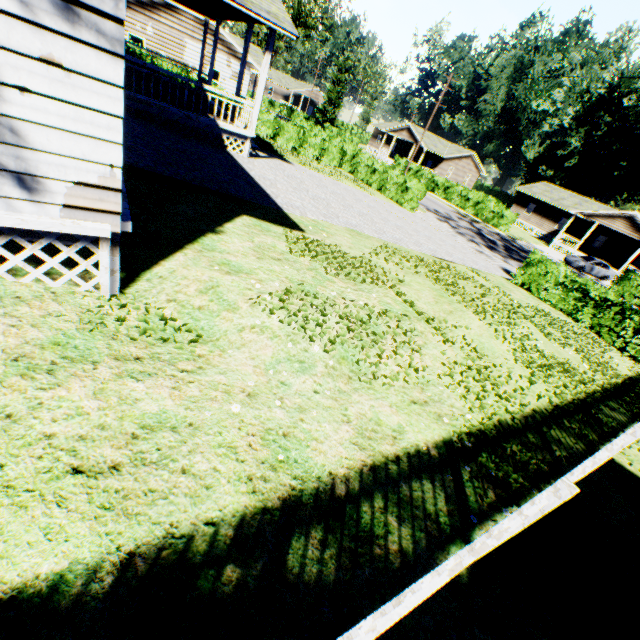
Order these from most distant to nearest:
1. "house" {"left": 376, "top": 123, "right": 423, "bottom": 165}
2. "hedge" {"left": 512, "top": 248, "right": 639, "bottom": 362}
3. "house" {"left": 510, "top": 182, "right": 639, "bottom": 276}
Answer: "house" {"left": 376, "top": 123, "right": 423, "bottom": 165}
"house" {"left": 510, "top": 182, "right": 639, "bottom": 276}
"hedge" {"left": 512, "top": 248, "right": 639, "bottom": 362}

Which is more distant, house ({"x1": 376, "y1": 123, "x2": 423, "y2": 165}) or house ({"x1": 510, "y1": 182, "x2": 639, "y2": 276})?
house ({"x1": 376, "y1": 123, "x2": 423, "y2": 165})

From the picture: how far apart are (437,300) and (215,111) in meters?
10.7

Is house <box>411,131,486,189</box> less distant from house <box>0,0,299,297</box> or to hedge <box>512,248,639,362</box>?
house <box>0,0,299,297</box>

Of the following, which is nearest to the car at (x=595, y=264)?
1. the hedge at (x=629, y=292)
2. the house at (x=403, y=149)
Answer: the hedge at (x=629, y=292)

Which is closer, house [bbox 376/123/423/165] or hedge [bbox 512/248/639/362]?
hedge [bbox 512/248/639/362]

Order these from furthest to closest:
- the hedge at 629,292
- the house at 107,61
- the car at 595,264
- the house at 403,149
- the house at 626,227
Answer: the house at 403,149 < the house at 626,227 < the car at 595,264 < the hedge at 629,292 < the house at 107,61

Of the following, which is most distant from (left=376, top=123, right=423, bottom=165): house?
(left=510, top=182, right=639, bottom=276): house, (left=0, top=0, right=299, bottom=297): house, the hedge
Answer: the hedge
